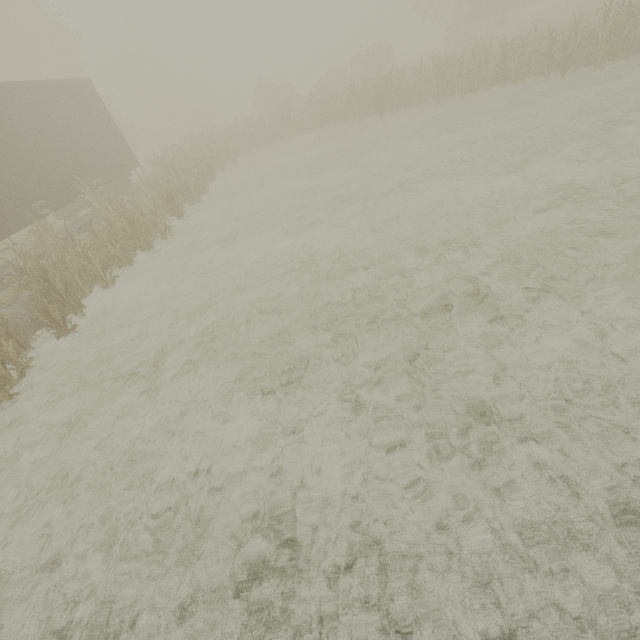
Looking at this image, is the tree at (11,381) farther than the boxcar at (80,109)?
No

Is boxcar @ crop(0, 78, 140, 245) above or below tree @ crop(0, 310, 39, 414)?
above

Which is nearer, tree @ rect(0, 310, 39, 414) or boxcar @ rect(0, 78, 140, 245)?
tree @ rect(0, 310, 39, 414)

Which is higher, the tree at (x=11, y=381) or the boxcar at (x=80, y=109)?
the boxcar at (x=80, y=109)

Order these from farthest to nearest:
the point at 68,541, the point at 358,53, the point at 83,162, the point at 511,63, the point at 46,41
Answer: the point at 358,53 < the point at 46,41 < the point at 511,63 < the point at 83,162 < the point at 68,541
